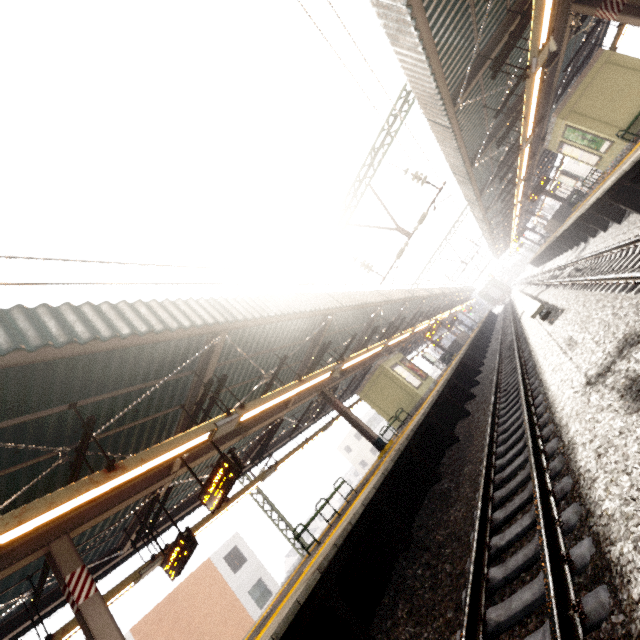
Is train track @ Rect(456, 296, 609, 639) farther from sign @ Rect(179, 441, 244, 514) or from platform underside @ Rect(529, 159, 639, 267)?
platform underside @ Rect(529, 159, 639, 267)

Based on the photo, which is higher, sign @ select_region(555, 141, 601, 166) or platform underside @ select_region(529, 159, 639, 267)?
sign @ select_region(555, 141, 601, 166)

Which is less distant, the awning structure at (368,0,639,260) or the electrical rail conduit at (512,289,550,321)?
the awning structure at (368,0,639,260)

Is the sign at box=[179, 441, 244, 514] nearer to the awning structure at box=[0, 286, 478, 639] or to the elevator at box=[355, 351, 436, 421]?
the awning structure at box=[0, 286, 478, 639]

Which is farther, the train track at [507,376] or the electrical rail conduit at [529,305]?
the electrical rail conduit at [529,305]

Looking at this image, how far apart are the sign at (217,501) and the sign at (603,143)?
16.49m

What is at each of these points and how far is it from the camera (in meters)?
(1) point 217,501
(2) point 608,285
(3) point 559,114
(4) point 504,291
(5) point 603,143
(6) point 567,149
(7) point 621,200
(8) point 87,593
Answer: (1) sign, 6.89
(2) train track, 7.30
(3) elevator, 12.45
(4) train, 56.91
(5) sign, 12.36
(6) sign, 14.31
(7) platform underside, 9.91
(8) awning structure, 5.44

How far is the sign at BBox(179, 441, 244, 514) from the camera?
6.6m
